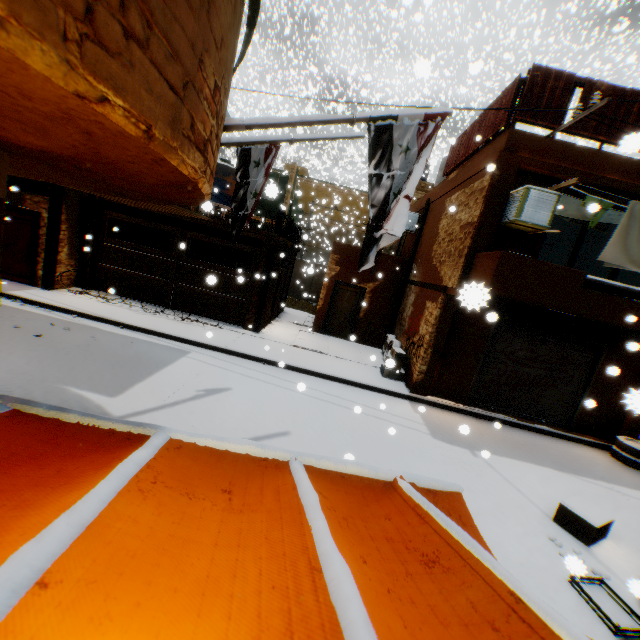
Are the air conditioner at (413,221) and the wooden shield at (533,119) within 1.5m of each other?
yes

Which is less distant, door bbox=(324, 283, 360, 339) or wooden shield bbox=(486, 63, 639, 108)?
wooden shield bbox=(486, 63, 639, 108)

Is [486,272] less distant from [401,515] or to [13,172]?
[401,515]

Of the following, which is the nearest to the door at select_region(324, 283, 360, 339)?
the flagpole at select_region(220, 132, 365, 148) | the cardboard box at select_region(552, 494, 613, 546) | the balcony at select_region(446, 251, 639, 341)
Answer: the balcony at select_region(446, 251, 639, 341)

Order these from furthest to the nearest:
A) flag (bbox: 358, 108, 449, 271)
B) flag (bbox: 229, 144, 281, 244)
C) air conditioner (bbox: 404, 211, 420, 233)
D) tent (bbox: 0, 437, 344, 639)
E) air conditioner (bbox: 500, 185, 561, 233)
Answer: air conditioner (bbox: 404, 211, 420, 233), air conditioner (bbox: 500, 185, 561, 233), flag (bbox: 229, 144, 281, 244), flag (bbox: 358, 108, 449, 271), tent (bbox: 0, 437, 344, 639)

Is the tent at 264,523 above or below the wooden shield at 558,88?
below

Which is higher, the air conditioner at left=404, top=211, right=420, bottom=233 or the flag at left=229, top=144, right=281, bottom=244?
the air conditioner at left=404, top=211, right=420, bottom=233

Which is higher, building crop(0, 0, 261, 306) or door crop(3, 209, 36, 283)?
building crop(0, 0, 261, 306)
